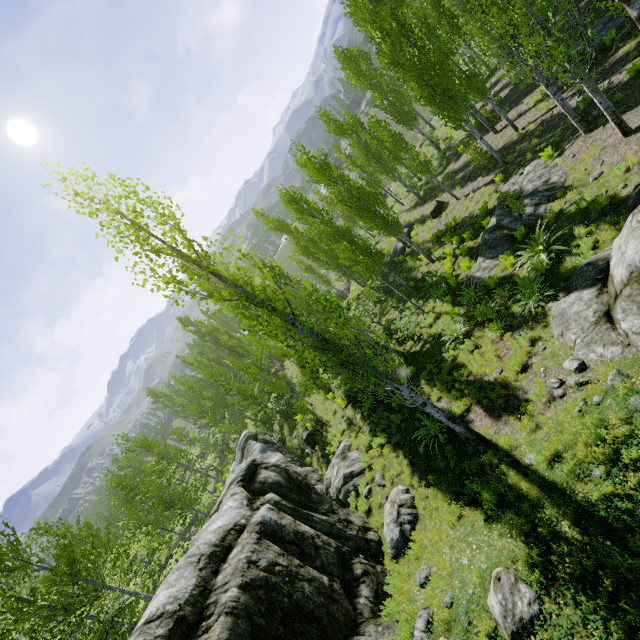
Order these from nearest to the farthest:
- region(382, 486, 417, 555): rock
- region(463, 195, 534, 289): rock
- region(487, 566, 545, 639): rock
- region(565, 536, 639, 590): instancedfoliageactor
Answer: Result: region(565, 536, 639, 590): instancedfoliageactor, region(487, 566, 545, 639): rock, region(382, 486, 417, 555): rock, region(463, 195, 534, 289): rock

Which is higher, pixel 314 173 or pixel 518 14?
pixel 314 173

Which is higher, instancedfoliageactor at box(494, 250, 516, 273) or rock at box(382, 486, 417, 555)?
rock at box(382, 486, 417, 555)

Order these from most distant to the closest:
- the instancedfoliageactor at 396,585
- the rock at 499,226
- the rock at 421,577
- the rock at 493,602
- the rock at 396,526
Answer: the rock at 499,226
the rock at 396,526
the rock at 421,577
the instancedfoliageactor at 396,585
the rock at 493,602

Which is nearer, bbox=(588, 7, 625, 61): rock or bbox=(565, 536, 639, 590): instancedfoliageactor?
bbox=(565, 536, 639, 590): instancedfoliageactor

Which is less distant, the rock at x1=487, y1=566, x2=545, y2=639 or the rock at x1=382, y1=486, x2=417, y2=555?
the rock at x1=487, y1=566, x2=545, y2=639

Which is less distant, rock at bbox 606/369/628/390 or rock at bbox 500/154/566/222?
rock at bbox 606/369/628/390

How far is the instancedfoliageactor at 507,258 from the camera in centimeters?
1242cm
